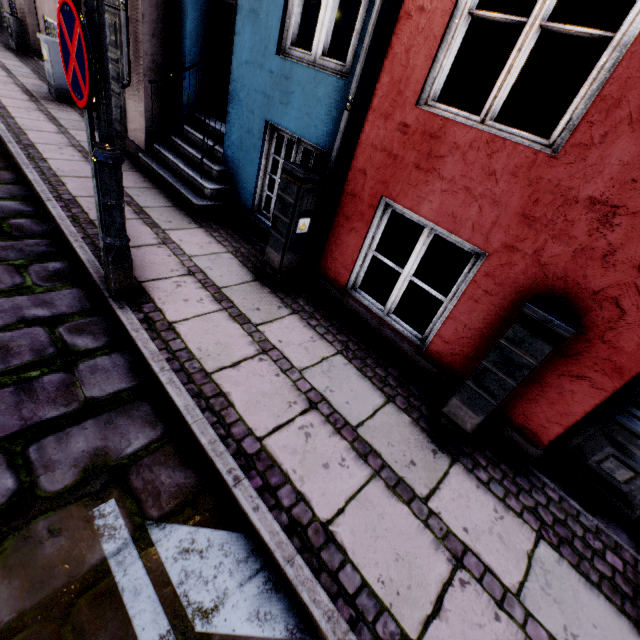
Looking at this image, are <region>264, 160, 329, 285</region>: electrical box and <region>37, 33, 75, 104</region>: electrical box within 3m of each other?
no

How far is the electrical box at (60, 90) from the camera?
6.44m

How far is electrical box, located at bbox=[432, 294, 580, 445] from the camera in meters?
1.9

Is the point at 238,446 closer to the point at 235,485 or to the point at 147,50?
the point at 235,485

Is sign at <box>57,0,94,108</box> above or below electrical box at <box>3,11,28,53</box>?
above

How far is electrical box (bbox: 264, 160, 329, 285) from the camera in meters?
3.1

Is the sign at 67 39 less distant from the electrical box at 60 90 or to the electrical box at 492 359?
the electrical box at 492 359

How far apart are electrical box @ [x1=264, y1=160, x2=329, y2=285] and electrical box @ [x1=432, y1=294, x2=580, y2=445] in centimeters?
209cm
